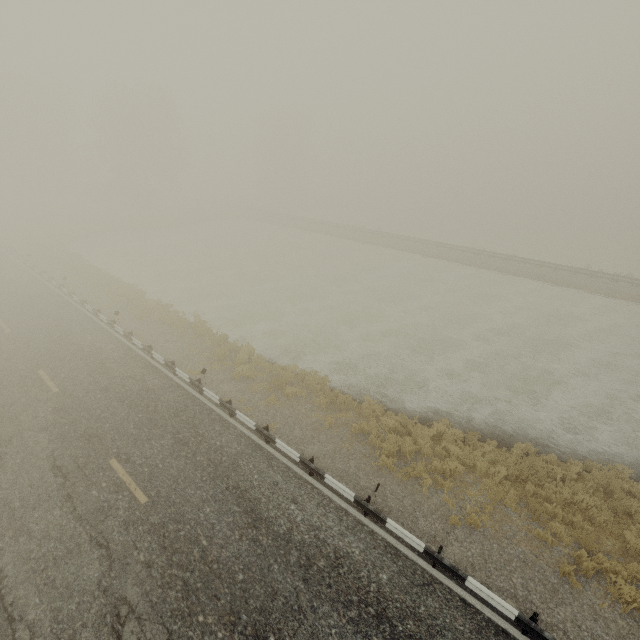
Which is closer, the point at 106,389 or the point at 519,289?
the point at 106,389
